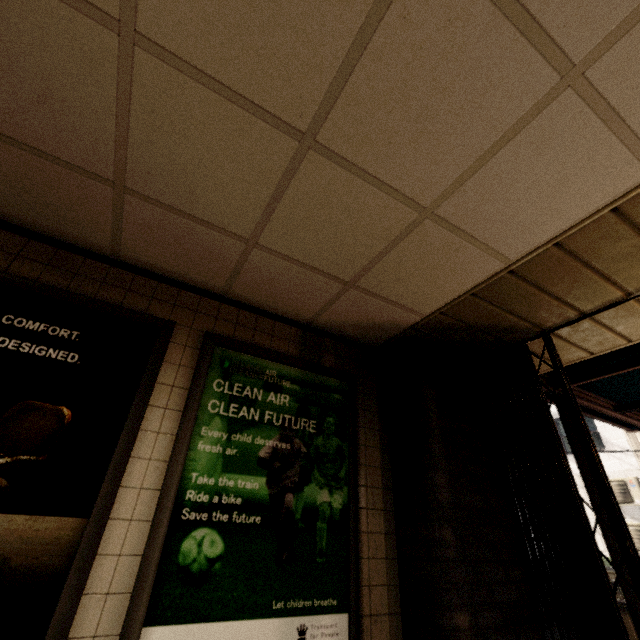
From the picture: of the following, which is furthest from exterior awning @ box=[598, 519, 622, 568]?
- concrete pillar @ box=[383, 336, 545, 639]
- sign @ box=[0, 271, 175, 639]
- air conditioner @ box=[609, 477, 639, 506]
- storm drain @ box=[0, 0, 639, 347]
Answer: air conditioner @ box=[609, 477, 639, 506]

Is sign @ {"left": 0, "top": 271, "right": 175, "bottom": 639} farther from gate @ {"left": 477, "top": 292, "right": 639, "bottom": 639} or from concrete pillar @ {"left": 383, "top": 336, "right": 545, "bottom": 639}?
gate @ {"left": 477, "top": 292, "right": 639, "bottom": 639}

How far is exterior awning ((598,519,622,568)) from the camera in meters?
2.9

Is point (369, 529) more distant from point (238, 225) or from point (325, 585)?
point (238, 225)

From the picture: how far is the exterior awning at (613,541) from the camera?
2.9 meters

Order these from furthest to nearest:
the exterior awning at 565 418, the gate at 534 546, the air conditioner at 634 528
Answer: the air conditioner at 634 528
the exterior awning at 565 418
the gate at 534 546

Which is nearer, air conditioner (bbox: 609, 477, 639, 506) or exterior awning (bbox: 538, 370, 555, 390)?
exterior awning (bbox: 538, 370, 555, 390)
